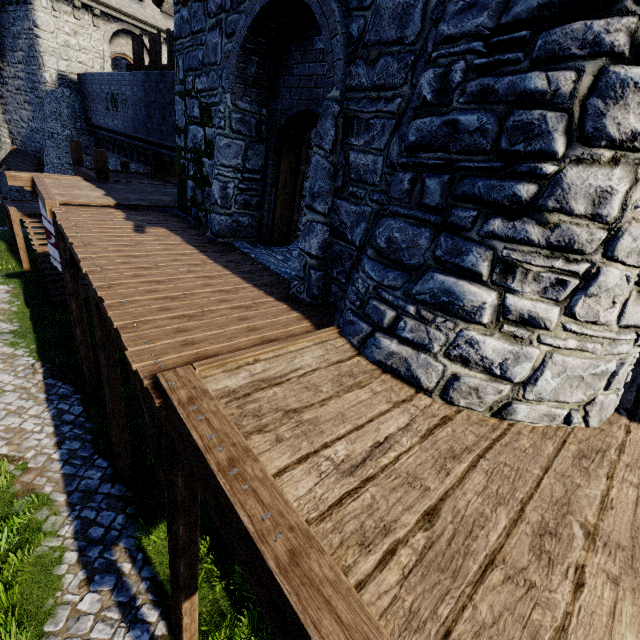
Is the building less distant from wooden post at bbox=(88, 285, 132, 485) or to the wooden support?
wooden post at bbox=(88, 285, 132, 485)

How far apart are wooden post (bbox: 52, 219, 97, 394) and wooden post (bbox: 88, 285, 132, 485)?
3.6 meters

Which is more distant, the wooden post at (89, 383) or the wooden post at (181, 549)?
the wooden post at (89, 383)

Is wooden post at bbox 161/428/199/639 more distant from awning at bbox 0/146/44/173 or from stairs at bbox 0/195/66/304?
awning at bbox 0/146/44/173

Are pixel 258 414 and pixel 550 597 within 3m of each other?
yes

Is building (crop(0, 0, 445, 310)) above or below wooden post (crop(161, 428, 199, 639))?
above

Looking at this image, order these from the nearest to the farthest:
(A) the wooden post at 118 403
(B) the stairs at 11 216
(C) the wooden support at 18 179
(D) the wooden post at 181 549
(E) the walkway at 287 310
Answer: (E) the walkway at 287 310, (D) the wooden post at 181 549, (A) the wooden post at 118 403, (C) the wooden support at 18 179, (B) the stairs at 11 216

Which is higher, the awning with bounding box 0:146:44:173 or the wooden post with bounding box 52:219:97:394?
the awning with bounding box 0:146:44:173
